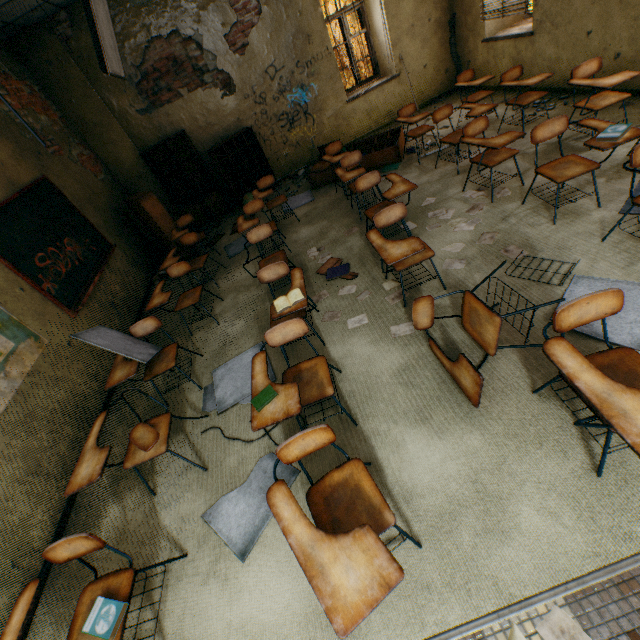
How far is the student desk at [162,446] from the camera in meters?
2.1

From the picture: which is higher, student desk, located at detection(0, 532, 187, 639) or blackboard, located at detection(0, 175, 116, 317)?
blackboard, located at detection(0, 175, 116, 317)

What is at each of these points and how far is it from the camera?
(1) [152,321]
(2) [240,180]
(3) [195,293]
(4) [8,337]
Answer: (1) student desk, 3.4m
(2) bookcase, 7.0m
(3) student desk, 4.2m
(4) map, 3.1m

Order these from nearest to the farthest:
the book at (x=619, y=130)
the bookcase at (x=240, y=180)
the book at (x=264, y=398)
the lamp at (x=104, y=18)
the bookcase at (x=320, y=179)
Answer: the book at (x=264, y=398) → the book at (x=619, y=130) → the lamp at (x=104, y=18) → the bookcase at (x=320, y=179) → the bookcase at (x=240, y=180)

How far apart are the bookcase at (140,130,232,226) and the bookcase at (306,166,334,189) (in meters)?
2.21

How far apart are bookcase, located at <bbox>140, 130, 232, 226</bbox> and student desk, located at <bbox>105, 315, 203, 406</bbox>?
4.82m

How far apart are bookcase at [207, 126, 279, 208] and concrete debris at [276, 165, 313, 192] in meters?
0.1

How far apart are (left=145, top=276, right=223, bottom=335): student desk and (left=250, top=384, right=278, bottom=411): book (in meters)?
2.20
